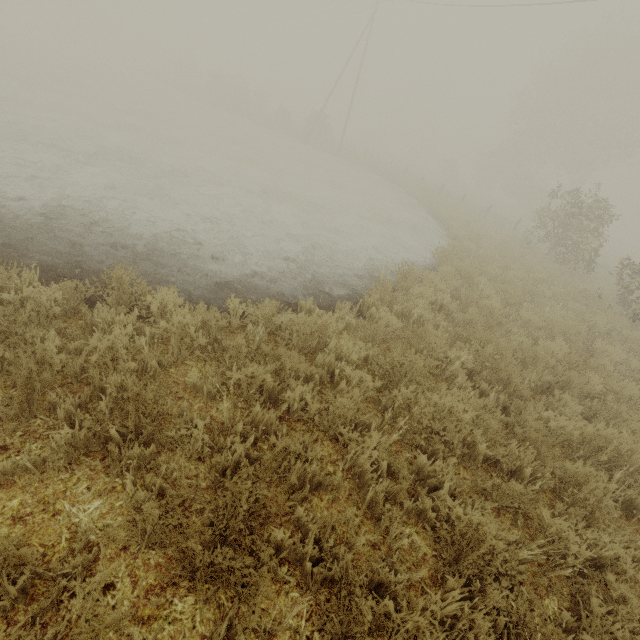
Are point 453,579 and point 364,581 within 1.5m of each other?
yes
